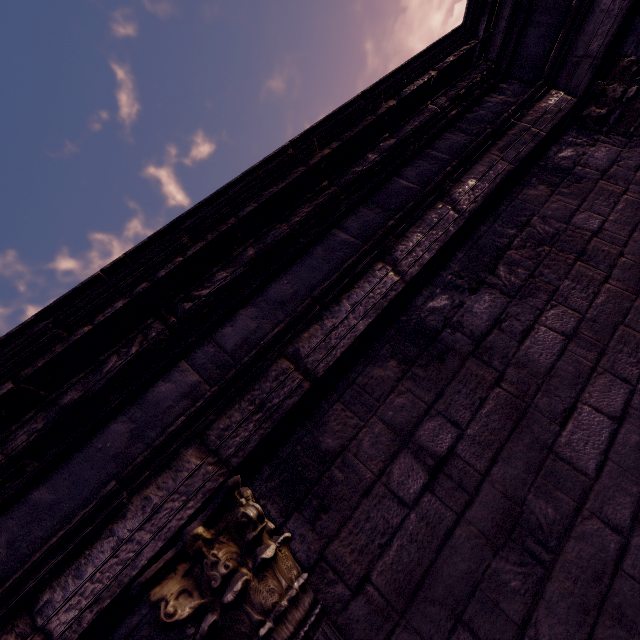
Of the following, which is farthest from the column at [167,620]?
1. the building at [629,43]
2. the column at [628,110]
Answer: the column at [628,110]

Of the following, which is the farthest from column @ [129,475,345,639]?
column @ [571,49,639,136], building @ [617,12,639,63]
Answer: column @ [571,49,639,136]

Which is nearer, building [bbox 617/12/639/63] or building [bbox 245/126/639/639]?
building [bbox 245/126/639/639]

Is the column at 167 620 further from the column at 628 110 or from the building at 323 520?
the column at 628 110

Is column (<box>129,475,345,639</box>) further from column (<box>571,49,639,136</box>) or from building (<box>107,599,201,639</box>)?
column (<box>571,49,639,136</box>)

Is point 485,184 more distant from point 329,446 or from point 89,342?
point 89,342
